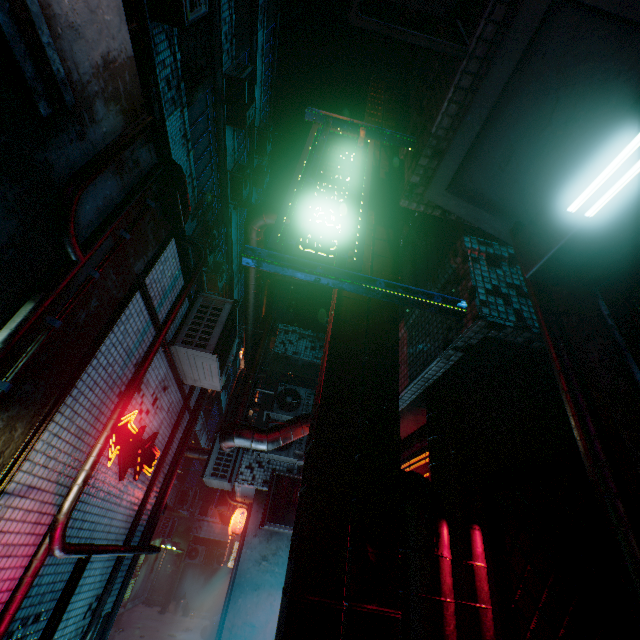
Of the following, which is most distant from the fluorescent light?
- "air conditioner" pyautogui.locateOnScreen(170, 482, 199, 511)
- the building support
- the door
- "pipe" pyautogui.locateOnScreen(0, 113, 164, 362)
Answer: the door

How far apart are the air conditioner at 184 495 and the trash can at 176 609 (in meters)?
4.62

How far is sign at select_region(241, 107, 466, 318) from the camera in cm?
147

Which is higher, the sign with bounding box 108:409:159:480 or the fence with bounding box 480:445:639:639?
the sign with bounding box 108:409:159:480

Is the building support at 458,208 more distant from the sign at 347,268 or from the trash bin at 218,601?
the trash bin at 218,601

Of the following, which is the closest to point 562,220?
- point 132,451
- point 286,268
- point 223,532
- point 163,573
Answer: point 286,268

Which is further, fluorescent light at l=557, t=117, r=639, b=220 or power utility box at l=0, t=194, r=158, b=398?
power utility box at l=0, t=194, r=158, b=398

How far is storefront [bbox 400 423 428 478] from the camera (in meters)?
3.37
